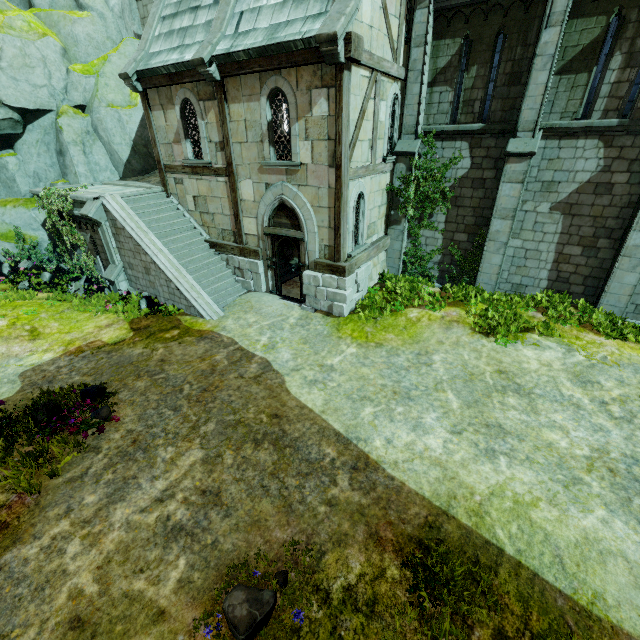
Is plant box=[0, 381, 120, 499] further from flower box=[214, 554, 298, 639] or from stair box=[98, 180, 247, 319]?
flower box=[214, 554, 298, 639]

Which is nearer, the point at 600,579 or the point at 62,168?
the point at 600,579

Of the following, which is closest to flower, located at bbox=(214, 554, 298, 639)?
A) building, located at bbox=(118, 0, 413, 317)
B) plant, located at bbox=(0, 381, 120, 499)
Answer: plant, located at bbox=(0, 381, 120, 499)

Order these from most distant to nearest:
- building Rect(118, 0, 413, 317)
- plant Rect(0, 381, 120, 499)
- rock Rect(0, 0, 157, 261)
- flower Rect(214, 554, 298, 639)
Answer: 1. rock Rect(0, 0, 157, 261)
2. building Rect(118, 0, 413, 317)
3. plant Rect(0, 381, 120, 499)
4. flower Rect(214, 554, 298, 639)

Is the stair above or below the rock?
below

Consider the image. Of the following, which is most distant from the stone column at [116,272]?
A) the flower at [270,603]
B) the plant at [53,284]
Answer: the flower at [270,603]

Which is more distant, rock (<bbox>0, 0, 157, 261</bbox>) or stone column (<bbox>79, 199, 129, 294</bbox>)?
rock (<bbox>0, 0, 157, 261</bbox>)

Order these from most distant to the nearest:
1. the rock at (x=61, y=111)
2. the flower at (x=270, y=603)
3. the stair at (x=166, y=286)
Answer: the rock at (x=61, y=111)
the stair at (x=166, y=286)
the flower at (x=270, y=603)
